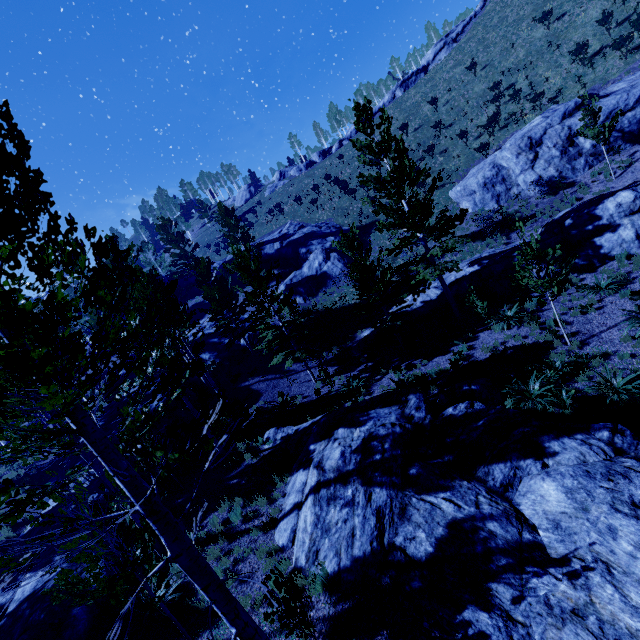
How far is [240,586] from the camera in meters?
8.1

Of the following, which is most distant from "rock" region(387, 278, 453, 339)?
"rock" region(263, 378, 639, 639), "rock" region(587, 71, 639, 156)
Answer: "rock" region(263, 378, 639, 639)

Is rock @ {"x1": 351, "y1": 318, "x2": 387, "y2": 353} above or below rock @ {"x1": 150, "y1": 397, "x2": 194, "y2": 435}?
below

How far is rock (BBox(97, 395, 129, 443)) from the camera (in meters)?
18.25

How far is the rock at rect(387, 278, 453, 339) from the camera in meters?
19.2 m

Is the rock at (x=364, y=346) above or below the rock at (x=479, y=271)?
below

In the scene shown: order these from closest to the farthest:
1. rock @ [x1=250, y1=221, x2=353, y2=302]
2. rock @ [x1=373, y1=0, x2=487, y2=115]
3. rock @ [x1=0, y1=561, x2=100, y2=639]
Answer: rock @ [x1=0, y1=561, x2=100, y2=639]
rock @ [x1=250, y1=221, x2=353, y2=302]
rock @ [x1=373, y1=0, x2=487, y2=115]

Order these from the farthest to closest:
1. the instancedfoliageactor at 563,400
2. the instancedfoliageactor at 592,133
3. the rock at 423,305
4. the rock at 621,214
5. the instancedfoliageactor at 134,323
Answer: the rock at 423,305, the instancedfoliageactor at 592,133, the rock at 621,214, the instancedfoliageactor at 563,400, the instancedfoliageactor at 134,323
